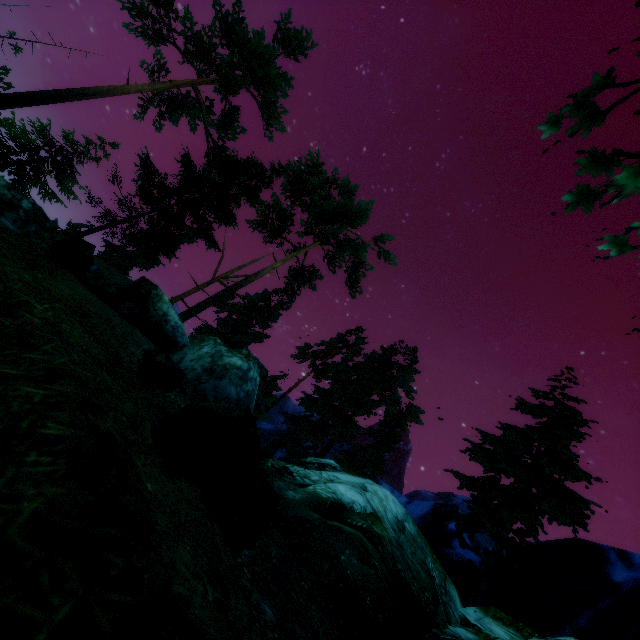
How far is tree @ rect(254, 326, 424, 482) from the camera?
24.03m

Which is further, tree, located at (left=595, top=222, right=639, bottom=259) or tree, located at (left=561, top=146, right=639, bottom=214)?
tree, located at (left=595, top=222, right=639, bottom=259)

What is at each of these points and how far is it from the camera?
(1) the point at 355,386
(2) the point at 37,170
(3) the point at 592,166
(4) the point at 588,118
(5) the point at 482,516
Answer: (1) tree, 29.7 meters
(2) tree, 19.3 meters
(3) tree, 3.6 meters
(4) tree, 3.6 meters
(5) tree, 14.7 meters

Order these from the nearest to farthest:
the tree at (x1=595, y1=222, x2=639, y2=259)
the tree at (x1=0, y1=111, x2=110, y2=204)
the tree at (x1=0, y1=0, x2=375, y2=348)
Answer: the tree at (x1=595, y1=222, x2=639, y2=259) < the tree at (x1=0, y1=111, x2=110, y2=204) < the tree at (x1=0, y1=0, x2=375, y2=348)

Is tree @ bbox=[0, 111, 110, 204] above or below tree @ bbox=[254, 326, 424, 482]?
below

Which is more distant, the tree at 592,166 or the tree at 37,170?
the tree at 37,170

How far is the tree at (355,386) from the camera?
24.03m
